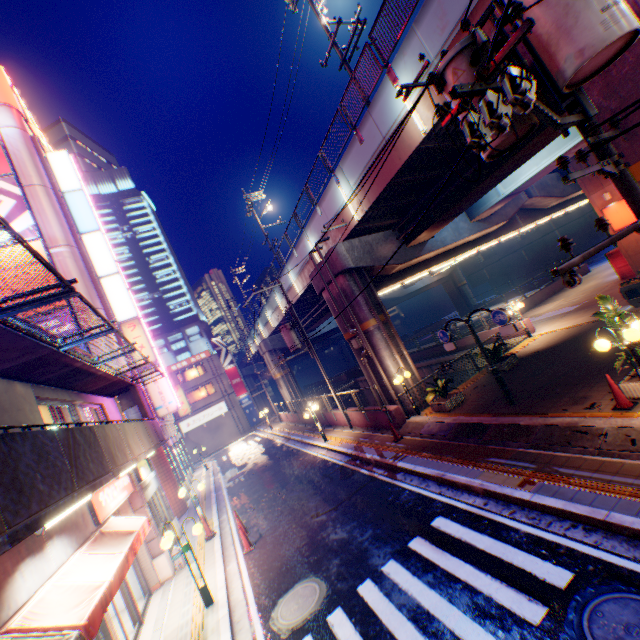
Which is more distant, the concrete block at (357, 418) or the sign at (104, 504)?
the concrete block at (357, 418)

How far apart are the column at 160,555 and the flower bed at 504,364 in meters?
15.2 m

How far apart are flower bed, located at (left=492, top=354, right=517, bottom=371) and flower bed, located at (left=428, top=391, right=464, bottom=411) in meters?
2.7

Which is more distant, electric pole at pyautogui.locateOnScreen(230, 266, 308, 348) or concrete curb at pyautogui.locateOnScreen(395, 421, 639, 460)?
electric pole at pyautogui.locateOnScreen(230, 266, 308, 348)

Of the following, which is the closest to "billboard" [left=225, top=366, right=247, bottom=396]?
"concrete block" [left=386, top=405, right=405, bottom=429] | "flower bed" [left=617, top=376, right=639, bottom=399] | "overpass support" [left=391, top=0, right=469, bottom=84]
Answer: "overpass support" [left=391, top=0, right=469, bottom=84]

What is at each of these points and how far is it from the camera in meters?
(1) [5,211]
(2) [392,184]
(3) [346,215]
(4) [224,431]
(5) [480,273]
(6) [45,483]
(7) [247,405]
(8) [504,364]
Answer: (1) billboard, 18.8
(2) overpass support, 12.7
(3) overpass support, 15.4
(4) building, 43.3
(5) building, 57.3
(6) balcony, 4.3
(7) billboard, 46.3
(8) flower bed, 14.6

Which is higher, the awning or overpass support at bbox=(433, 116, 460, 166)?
overpass support at bbox=(433, 116, 460, 166)

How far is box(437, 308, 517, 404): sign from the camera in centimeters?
988cm
